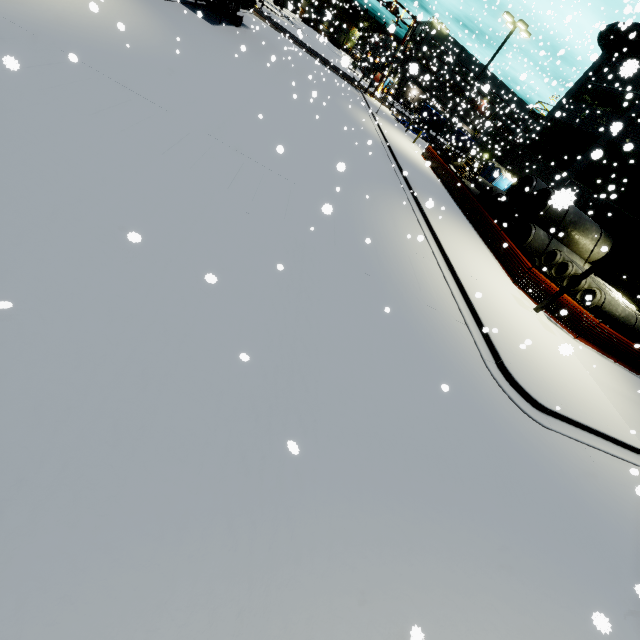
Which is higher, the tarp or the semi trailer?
the tarp

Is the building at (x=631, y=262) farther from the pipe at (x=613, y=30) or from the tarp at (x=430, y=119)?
the tarp at (x=430, y=119)

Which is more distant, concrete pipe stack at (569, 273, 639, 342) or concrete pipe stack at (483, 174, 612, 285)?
concrete pipe stack at (483, 174, 612, 285)

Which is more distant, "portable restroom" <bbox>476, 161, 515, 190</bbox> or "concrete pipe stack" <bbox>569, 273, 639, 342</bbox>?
"portable restroom" <bbox>476, 161, 515, 190</bbox>

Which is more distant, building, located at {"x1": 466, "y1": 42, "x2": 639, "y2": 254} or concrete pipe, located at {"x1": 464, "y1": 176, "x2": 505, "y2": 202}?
concrete pipe, located at {"x1": 464, "y1": 176, "x2": 505, "y2": 202}

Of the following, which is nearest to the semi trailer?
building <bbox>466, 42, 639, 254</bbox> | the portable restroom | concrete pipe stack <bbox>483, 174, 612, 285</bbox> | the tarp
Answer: building <bbox>466, 42, 639, 254</bbox>

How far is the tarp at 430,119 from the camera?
42.40m

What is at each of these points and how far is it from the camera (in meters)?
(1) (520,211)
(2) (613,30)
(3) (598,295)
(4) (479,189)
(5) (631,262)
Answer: (1) concrete pipe stack, 19.14
(2) pipe, 24.16
(3) concrete pipe stack, 13.91
(4) concrete pipe, 25.22
(5) building, 18.69
